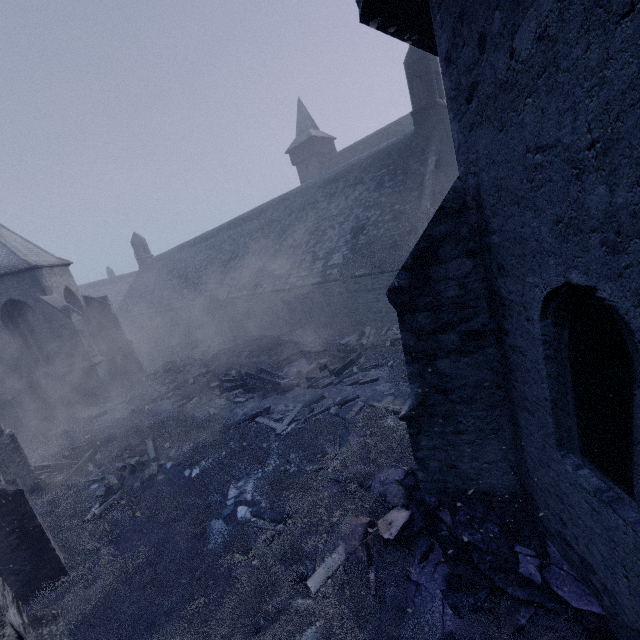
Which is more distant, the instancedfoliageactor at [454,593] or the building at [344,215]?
the instancedfoliageactor at [454,593]

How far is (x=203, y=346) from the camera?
22.97m

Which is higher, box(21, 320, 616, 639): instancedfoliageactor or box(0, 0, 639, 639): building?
box(0, 0, 639, 639): building

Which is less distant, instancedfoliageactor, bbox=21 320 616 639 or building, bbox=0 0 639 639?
building, bbox=0 0 639 639

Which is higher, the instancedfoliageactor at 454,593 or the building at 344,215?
the building at 344,215
